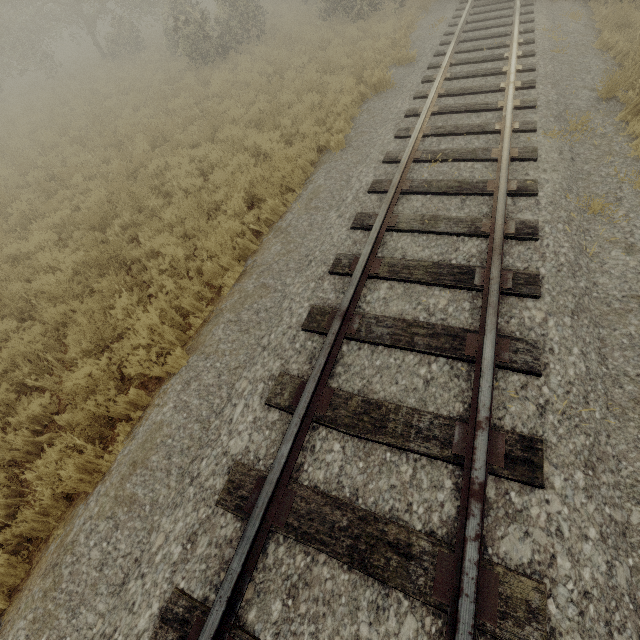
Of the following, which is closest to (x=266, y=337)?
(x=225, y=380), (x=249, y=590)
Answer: (x=225, y=380)

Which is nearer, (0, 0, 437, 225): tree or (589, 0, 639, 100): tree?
(589, 0, 639, 100): tree

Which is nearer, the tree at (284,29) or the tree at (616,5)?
the tree at (616,5)
